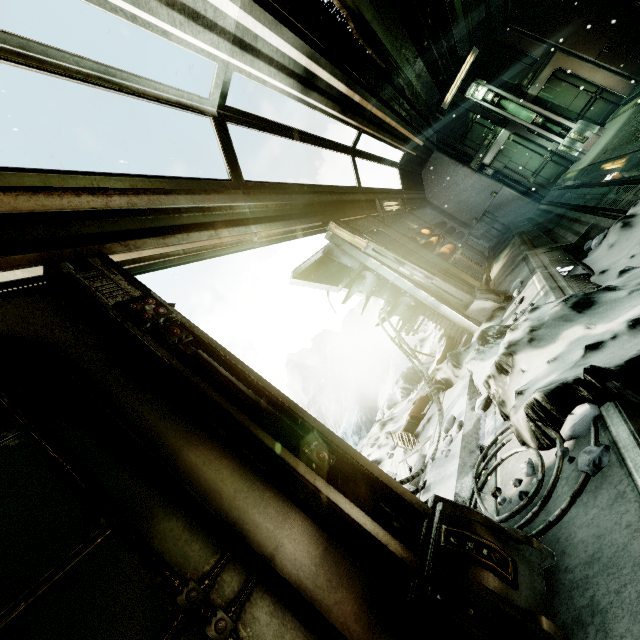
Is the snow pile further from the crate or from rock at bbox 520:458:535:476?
the crate

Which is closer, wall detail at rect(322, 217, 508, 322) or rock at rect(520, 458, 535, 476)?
rock at rect(520, 458, 535, 476)

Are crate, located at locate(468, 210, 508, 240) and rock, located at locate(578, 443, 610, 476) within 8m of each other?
no

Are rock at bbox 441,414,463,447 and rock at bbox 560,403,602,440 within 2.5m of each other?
yes

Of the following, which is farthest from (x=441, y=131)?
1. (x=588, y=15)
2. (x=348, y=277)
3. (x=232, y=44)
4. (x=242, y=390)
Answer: (x=242, y=390)

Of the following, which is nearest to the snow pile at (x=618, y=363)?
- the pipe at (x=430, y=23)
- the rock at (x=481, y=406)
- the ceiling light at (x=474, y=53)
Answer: the rock at (x=481, y=406)

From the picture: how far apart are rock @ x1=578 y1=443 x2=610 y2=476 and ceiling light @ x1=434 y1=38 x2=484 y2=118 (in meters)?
12.12

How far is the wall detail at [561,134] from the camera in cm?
916
